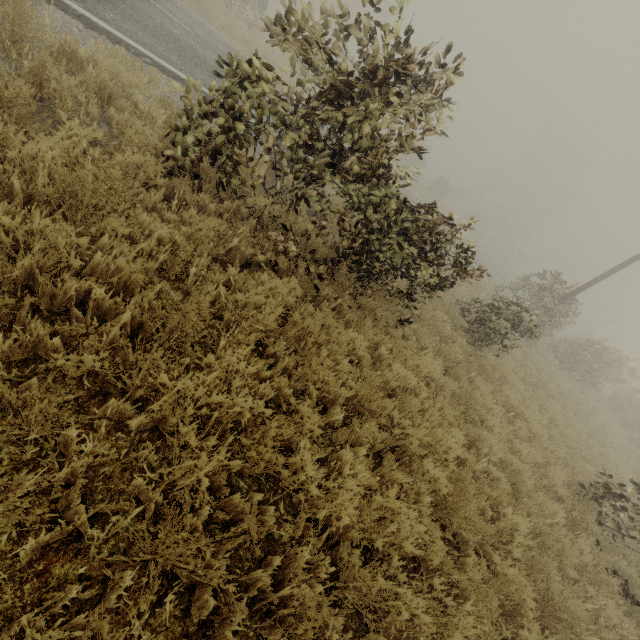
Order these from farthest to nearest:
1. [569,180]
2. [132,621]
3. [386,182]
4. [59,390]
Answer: [569,180] < [386,182] < [59,390] < [132,621]

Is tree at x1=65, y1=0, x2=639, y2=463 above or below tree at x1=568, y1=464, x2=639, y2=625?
above

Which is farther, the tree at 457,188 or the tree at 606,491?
the tree at 606,491

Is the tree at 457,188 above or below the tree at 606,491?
above

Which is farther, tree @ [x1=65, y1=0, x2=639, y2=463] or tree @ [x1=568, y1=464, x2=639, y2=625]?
tree @ [x1=568, y1=464, x2=639, y2=625]
